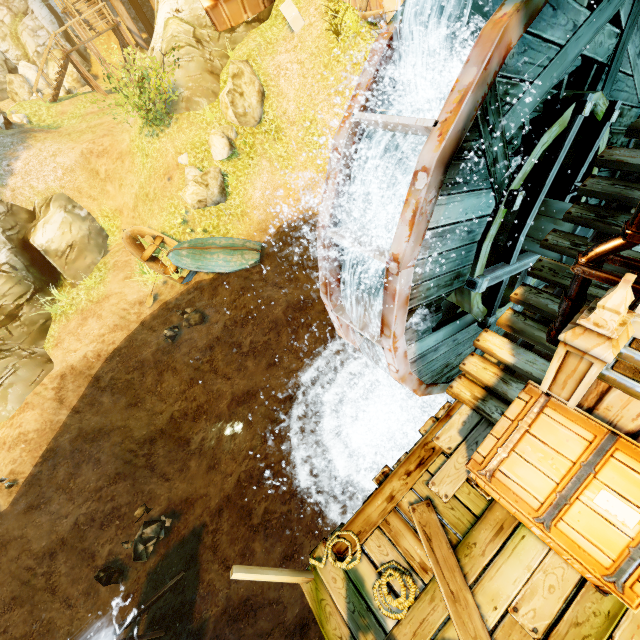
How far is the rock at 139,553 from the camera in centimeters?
917cm

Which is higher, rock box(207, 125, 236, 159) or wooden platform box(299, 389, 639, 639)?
rock box(207, 125, 236, 159)

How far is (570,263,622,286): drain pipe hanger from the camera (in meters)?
2.45

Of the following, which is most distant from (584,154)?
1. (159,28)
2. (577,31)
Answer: (159,28)

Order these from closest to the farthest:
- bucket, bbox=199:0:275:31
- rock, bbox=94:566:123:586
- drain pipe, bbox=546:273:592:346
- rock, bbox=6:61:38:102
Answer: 1. bucket, bbox=199:0:275:31
2. drain pipe, bbox=546:273:592:346
3. rock, bbox=94:566:123:586
4. rock, bbox=6:61:38:102

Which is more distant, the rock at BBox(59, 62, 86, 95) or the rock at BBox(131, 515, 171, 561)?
the rock at BBox(59, 62, 86, 95)

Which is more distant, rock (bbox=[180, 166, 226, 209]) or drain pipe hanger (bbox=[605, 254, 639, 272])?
rock (bbox=[180, 166, 226, 209])

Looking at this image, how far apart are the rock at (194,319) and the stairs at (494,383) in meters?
10.0 m
